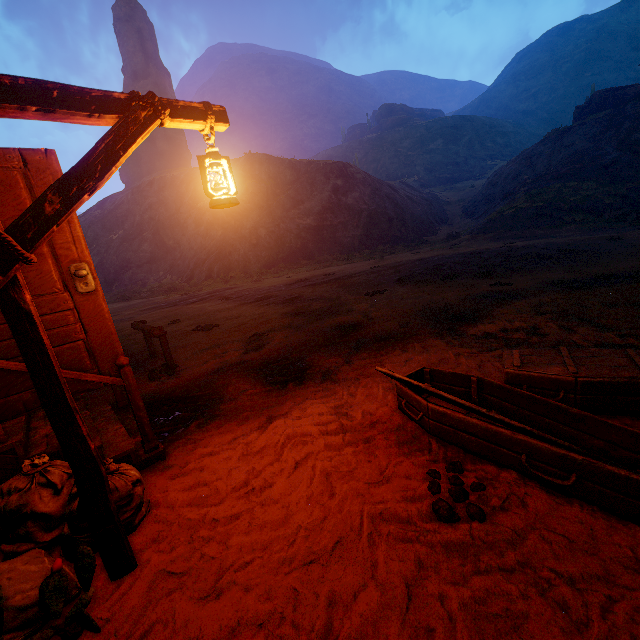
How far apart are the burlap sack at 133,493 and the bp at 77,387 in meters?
0.5 m

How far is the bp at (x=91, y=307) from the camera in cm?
284

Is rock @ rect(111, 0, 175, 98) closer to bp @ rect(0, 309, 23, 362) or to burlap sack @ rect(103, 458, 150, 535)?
bp @ rect(0, 309, 23, 362)

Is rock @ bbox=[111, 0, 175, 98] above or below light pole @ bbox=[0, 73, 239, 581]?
above

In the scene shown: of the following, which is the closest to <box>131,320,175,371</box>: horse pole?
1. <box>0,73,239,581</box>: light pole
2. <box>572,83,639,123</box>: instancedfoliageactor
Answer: <box>0,73,239,581</box>: light pole

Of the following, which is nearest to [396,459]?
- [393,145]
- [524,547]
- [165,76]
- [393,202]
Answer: [524,547]

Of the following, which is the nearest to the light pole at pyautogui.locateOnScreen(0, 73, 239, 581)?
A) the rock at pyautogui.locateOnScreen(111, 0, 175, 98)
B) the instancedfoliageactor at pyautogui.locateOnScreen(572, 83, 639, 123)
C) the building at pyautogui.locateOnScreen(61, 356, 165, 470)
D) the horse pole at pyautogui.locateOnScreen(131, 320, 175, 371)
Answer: the building at pyautogui.locateOnScreen(61, 356, 165, 470)

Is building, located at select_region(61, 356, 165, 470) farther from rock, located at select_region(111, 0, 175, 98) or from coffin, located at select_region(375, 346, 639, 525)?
rock, located at select_region(111, 0, 175, 98)
